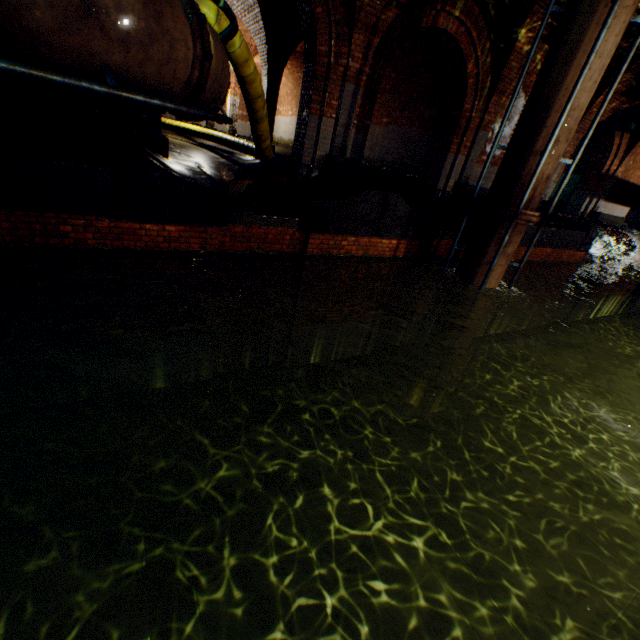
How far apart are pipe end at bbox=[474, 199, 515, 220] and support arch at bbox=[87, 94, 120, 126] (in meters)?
6.41

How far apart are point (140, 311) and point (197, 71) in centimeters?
399cm

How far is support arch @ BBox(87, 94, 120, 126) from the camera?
5.7 meters

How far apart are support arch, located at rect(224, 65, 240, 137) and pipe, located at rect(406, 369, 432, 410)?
14.1 meters

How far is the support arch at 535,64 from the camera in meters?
7.9 m

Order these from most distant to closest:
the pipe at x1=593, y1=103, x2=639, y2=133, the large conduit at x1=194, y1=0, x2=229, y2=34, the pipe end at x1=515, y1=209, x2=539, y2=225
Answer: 1. the pipe at x1=593, y1=103, x2=639, y2=133
2. the pipe end at x1=515, y1=209, x2=539, y2=225
3. the large conduit at x1=194, y1=0, x2=229, y2=34

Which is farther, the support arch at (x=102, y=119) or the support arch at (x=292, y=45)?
the support arch at (x=292, y=45)

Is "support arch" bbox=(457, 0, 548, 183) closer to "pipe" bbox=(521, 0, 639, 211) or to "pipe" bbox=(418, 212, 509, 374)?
"pipe" bbox=(521, 0, 639, 211)
